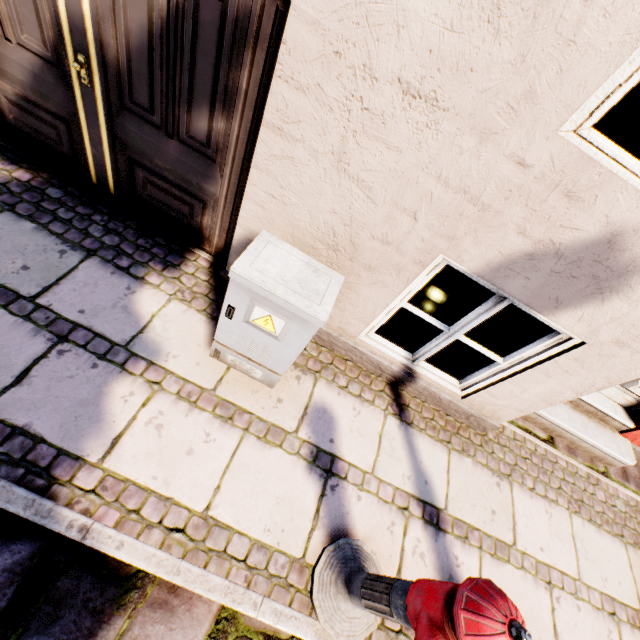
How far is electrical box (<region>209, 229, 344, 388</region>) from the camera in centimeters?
159cm

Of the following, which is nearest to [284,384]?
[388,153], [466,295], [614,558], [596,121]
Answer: [388,153]

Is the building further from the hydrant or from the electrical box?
the hydrant

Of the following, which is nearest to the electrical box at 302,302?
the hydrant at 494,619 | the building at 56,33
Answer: the building at 56,33

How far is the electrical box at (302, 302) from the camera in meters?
1.6 m

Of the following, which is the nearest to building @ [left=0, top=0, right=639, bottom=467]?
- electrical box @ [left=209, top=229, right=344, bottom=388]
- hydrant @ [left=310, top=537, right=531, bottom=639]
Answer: electrical box @ [left=209, top=229, right=344, bottom=388]

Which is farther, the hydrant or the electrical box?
the electrical box
